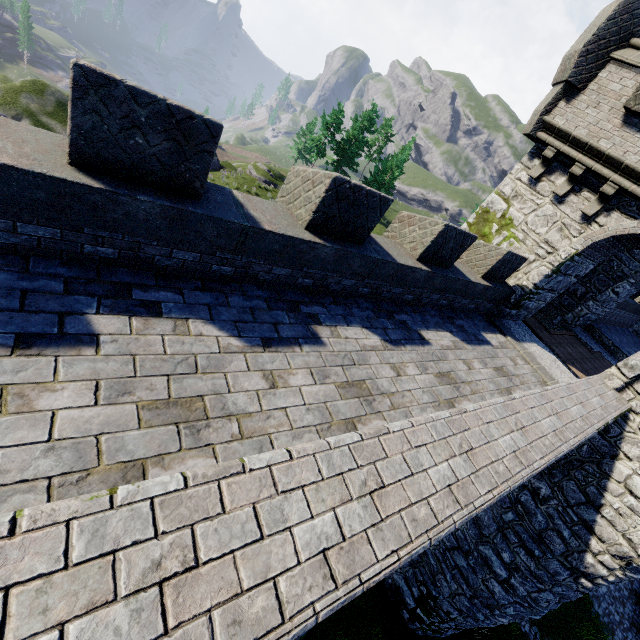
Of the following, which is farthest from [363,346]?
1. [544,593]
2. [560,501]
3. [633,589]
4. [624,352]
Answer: [633,589]
